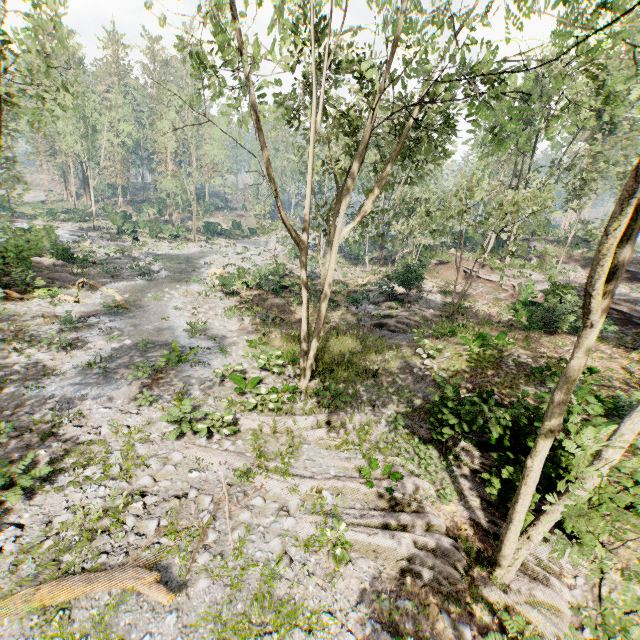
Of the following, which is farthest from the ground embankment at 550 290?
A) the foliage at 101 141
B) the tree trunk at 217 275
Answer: the tree trunk at 217 275

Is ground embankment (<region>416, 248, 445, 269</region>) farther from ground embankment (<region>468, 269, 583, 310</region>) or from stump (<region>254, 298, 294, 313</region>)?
stump (<region>254, 298, 294, 313</region>)

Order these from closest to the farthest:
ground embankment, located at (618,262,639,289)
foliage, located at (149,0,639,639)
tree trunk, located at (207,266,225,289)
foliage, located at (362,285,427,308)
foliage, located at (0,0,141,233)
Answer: foliage, located at (149,0,639,639), foliage, located at (0,0,141,233), tree trunk, located at (207,266,225,289), foliage, located at (362,285,427,308), ground embankment, located at (618,262,639,289)

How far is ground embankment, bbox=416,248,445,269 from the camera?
31.99m

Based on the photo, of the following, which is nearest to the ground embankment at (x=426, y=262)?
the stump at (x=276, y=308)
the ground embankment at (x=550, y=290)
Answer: the ground embankment at (x=550, y=290)

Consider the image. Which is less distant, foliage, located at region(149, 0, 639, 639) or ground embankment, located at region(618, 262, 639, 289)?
foliage, located at region(149, 0, 639, 639)

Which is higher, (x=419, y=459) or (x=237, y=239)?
(x=237, y=239)

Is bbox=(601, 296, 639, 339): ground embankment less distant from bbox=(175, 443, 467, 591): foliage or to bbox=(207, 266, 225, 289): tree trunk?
bbox=(175, 443, 467, 591): foliage
